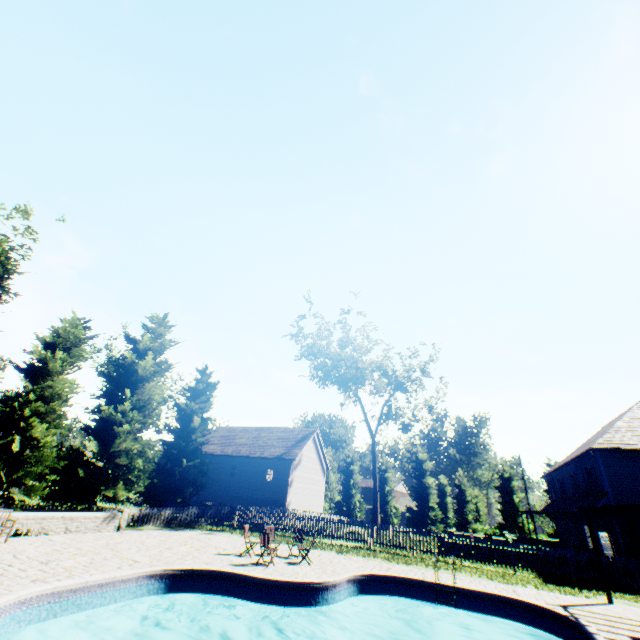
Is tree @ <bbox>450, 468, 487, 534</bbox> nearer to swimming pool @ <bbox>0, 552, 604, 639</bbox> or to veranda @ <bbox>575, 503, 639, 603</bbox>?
swimming pool @ <bbox>0, 552, 604, 639</bbox>

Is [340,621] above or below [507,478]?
below

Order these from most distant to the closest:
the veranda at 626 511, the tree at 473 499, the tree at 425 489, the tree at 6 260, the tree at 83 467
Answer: the tree at 425 489
the tree at 473 499
the tree at 83 467
the tree at 6 260
the veranda at 626 511

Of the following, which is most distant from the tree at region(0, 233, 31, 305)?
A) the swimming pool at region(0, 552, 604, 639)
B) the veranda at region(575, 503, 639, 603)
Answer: the veranda at region(575, 503, 639, 603)

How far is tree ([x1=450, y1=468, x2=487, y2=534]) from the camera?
41.9 meters

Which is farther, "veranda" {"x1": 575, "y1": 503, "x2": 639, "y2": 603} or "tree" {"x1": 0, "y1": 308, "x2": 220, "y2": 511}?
"tree" {"x1": 0, "y1": 308, "x2": 220, "y2": 511}

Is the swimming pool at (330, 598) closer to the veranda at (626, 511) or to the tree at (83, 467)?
the veranda at (626, 511)
